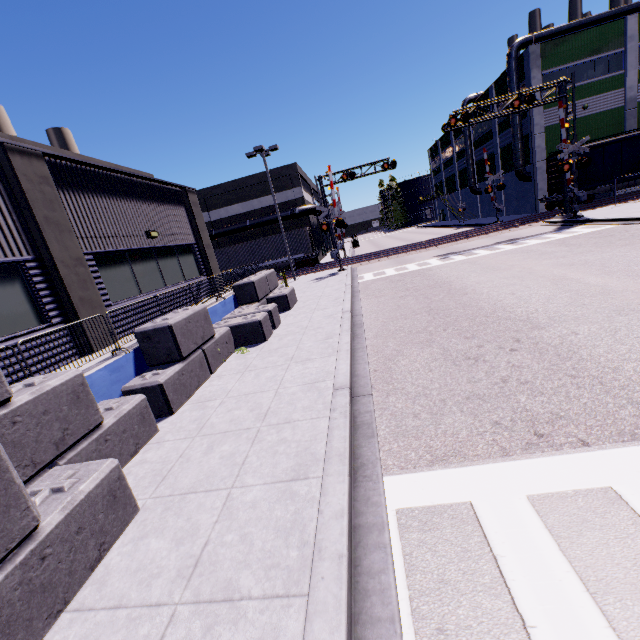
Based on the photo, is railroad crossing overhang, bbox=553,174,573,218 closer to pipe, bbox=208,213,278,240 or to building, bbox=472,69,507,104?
building, bbox=472,69,507,104

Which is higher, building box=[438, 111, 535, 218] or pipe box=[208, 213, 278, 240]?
pipe box=[208, 213, 278, 240]

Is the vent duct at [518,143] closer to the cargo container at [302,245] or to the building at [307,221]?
the building at [307,221]

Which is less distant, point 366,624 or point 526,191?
point 366,624

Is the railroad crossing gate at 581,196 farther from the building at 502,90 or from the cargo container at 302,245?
the cargo container at 302,245

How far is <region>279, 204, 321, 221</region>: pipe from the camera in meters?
34.0 m

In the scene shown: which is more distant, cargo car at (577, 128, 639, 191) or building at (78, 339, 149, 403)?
cargo car at (577, 128, 639, 191)

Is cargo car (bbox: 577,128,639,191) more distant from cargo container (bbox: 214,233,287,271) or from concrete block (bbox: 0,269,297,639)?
cargo container (bbox: 214,233,287,271)
